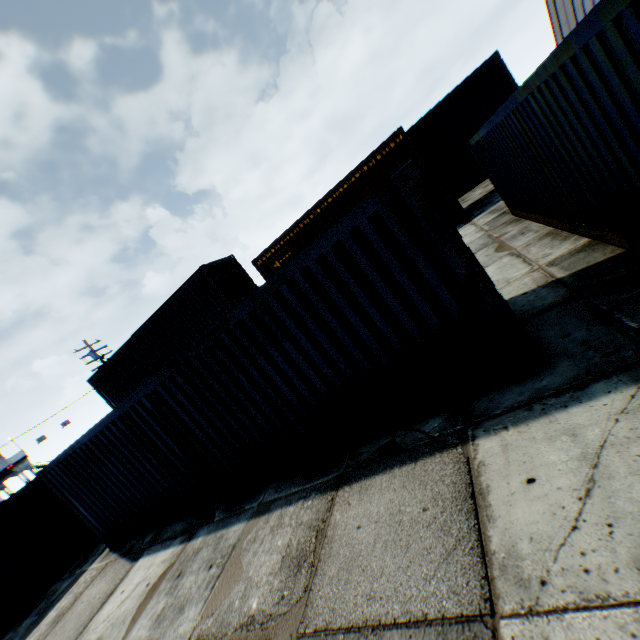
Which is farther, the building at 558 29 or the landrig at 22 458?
the landrig at 22 458

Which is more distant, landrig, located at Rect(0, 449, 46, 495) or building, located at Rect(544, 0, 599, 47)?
landrig, located at Rect(0, 449, 46, 495)

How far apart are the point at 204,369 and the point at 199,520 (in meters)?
3.65
